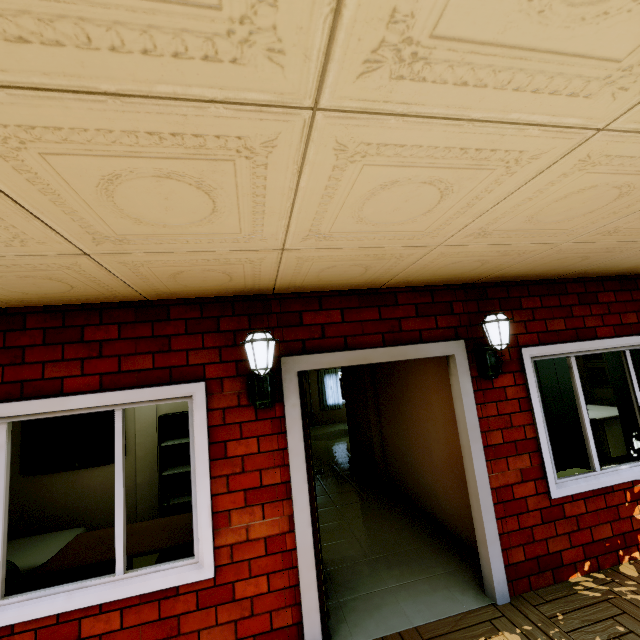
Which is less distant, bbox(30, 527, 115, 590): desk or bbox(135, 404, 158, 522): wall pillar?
bbox(30, 527, 115, 590): desk

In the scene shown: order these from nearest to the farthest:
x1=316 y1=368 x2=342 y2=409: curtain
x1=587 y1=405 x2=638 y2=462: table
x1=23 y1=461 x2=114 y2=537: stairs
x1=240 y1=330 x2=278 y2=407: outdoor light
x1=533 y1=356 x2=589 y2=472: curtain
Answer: x1=240 y1=330 x2=278 y2=407: outdoor light → x1=533 y1=356 x2=589 y2=472: curtain → x1=23 y1=461 x2=114 y2=537: stairs → x1=587 y1=405 x2=638 y2=462: table → x1=316 y1=368 x2=342 y2=409: curtain

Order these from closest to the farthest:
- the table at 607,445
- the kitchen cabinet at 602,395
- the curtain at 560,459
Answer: the curtain at 560,459 < the table at 607,445 < the kitchen cabinet at 602,395

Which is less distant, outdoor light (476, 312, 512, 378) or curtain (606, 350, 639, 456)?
outdoor light (476, 312, 512, 378)

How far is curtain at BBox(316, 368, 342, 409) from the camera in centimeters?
1254cm

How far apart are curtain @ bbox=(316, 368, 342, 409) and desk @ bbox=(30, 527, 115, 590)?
9.28m

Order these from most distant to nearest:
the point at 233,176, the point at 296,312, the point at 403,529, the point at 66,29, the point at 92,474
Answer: the point at 92,474 < the point at 403,529 < the point at 296,312 < the point at 233,176 < the point at 66,29

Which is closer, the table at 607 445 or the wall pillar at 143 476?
the wall pillar at 143 476
